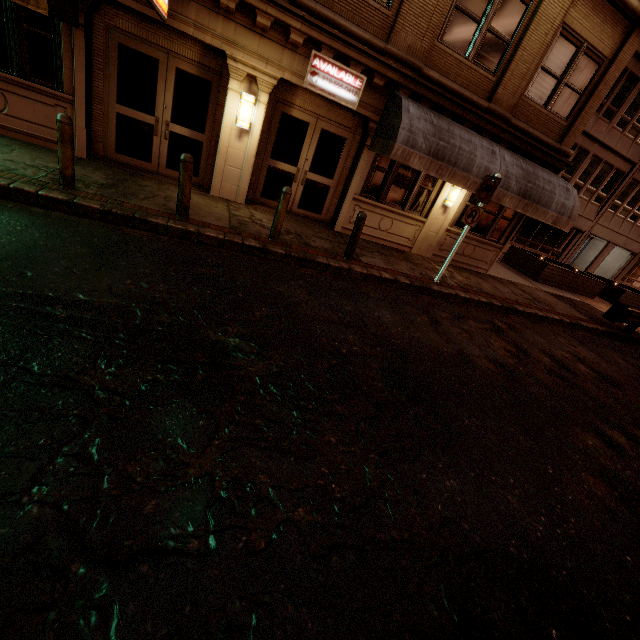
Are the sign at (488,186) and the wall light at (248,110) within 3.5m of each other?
no

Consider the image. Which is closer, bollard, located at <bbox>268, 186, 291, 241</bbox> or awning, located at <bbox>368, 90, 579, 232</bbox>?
bollard, located at <bbox>268, 186, 291, 241</bbox>

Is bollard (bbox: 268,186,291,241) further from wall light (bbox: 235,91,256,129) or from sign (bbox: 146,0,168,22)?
sign (bbox: 146,0,168,22)

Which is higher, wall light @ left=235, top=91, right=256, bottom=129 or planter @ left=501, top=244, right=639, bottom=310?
wall light @ left=235, top=91, right=256, bottom=129

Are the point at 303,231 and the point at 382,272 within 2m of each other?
no

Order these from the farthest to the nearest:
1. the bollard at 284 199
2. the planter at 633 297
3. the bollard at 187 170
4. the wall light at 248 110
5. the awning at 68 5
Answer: the planter at 633 297 → the wall light at 248 110 → the bollard at 284 199 → the bollard at 187 170 → the awning at 68 5

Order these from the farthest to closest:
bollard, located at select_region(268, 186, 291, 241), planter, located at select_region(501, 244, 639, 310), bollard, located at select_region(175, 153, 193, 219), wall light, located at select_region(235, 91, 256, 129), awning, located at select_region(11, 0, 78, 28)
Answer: planter, located at select_region(501, 244, 639, 310) < wall light, located at select_region(235, 91, 256, 129) < bollard, located at select_region(268, 186, 291, 241) < bollard, located at select_region(175, 153, 193, 219) < awning, located at select_region(11, 0, 78, 28)

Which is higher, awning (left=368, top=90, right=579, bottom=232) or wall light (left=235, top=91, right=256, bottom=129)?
awning (left=368, top=90, right=579, bottom=232)
